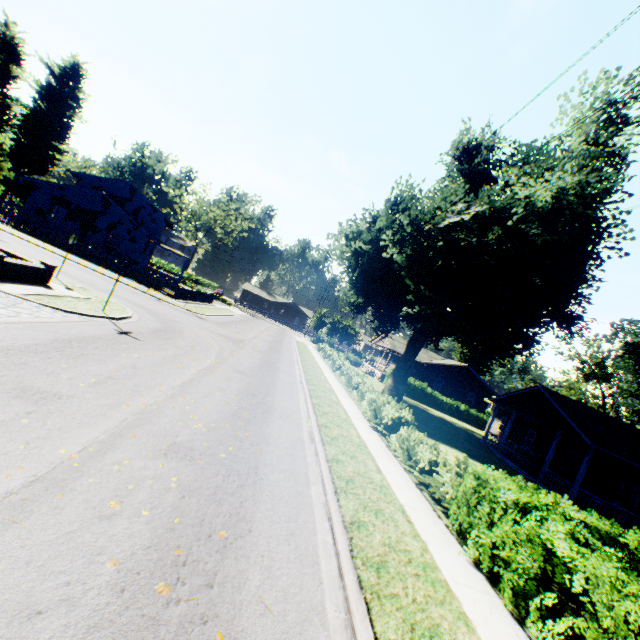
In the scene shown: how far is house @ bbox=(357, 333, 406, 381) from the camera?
41.62m

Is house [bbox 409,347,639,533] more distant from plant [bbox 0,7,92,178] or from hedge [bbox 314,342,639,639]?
hedge [bbox 314,342,639,639]

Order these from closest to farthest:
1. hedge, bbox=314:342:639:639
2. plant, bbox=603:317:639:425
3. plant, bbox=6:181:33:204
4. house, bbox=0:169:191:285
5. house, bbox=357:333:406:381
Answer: hedge, bbox=314:342:639:639
plant, bbox=603:317:639:425
house, bbox=0:169:191:285
house, bbox=357:333:406:381
plant, bbox=6:181:33:204

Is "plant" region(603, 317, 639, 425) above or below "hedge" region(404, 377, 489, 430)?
above

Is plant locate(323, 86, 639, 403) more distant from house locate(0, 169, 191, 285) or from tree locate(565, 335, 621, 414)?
tree locate(565, 335, 621, 414)

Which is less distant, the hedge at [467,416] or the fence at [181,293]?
the fence at [181,293]

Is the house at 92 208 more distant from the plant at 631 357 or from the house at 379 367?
the house at 379 367

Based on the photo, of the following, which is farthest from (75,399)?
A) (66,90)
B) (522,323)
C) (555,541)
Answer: (66,90)
